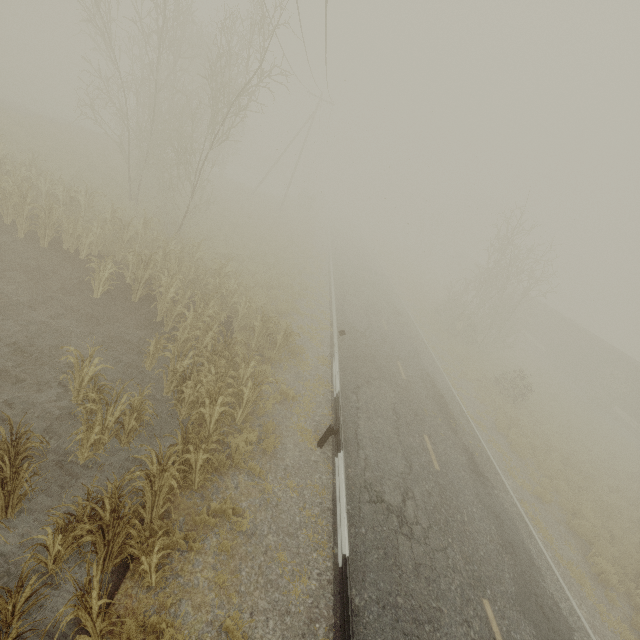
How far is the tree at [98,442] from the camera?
5.89m

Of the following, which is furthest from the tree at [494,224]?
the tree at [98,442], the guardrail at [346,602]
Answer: the tree at [98,442]

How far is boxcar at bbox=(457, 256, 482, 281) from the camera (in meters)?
55.27

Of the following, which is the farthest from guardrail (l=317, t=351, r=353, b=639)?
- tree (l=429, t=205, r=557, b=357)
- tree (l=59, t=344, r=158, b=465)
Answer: tree (l=429, t=205, r=557, b=357)

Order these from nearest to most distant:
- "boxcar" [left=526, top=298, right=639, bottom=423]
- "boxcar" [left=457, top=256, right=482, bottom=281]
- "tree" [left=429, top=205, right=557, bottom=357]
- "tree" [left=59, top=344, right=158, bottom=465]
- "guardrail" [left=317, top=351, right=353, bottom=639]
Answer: "guardrail" [left=317, top=351, right=353, bottom=639] < "tree" [left=59, top=344, right=158, bottom=465] < "tree" [left=429, top=205, right=557, bottom=357] < "boxcar" [left=526, top=298, right=639, bottom=423] < "boxcar" [left=457, top=256, right=482, bottom=281]

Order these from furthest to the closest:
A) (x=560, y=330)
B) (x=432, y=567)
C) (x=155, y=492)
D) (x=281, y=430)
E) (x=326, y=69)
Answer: (x=560, y=330) < (x=326, y=69) < (x=281, y=430) < (x=432, y=567) < (x=155, y=492)

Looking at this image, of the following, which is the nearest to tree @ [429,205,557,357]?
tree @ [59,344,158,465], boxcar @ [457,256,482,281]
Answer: boxcar @ [457,256,482,281]
